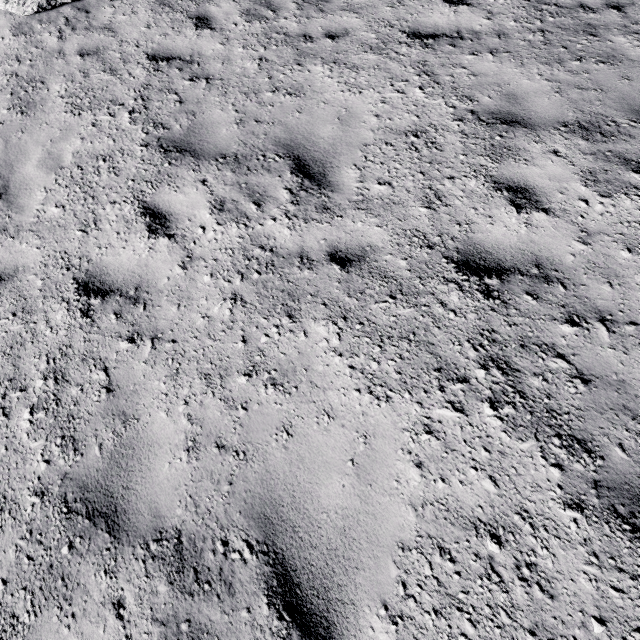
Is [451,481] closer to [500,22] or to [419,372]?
[419,372]
